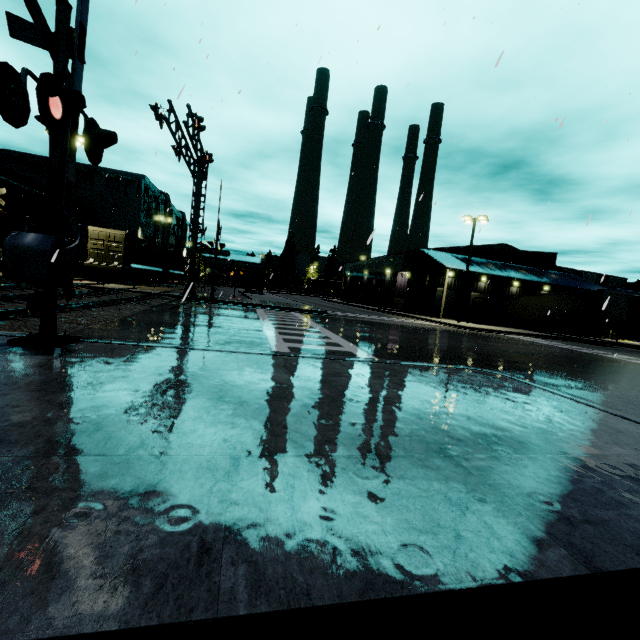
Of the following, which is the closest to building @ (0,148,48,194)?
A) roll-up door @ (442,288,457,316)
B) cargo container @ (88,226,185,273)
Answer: roll-up door @ (442,288,457,316)

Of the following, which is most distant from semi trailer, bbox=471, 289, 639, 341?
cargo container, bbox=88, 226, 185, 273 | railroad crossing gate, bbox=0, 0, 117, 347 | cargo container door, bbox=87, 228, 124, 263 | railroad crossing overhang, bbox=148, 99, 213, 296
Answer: railroad crossing gate, bbox=0, 0, 117, 347

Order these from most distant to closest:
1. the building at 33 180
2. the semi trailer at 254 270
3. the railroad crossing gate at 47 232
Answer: the semi trailer at 254 270, the building at 33 180, the railroad crossing gate at 47 232

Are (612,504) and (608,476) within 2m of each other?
yes

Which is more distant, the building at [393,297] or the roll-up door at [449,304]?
the roll-up door at [449,304]

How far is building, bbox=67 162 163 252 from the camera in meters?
47.2 m

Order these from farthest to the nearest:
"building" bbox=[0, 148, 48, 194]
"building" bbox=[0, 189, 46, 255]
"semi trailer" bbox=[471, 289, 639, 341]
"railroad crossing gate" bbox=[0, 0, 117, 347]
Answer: "building" bbox=[0, 148, 48, 194], "building" bbox=[0, 189, 46, 255], "semi trailer" bbox=[471, 289, 639, 341], "railroad crossing gate" bbox=[0, 0, 117, 347]

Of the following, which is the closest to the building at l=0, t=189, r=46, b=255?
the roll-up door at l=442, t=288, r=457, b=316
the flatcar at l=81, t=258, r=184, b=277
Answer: the roll-up door at l=442, t=288, r=457, b=316
